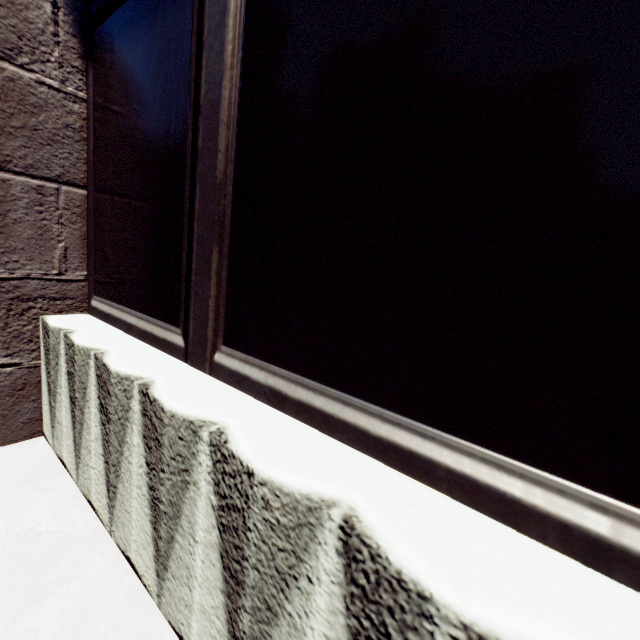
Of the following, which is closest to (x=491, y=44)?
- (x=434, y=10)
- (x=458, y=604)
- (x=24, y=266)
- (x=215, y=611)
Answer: (x=434, y=10)
